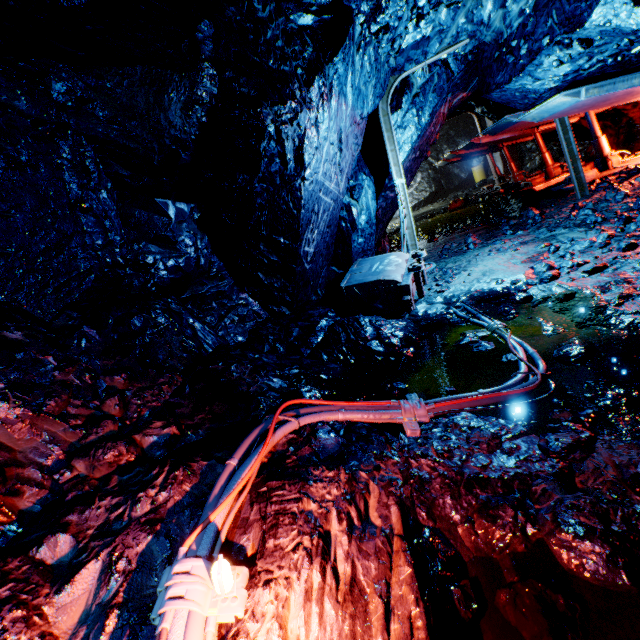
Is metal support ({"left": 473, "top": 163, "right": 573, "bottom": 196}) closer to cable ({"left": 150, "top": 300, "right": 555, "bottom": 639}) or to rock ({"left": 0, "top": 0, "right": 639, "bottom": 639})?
rock ({"left": 0, "top": 0, "right": 639, "bottom": 639})

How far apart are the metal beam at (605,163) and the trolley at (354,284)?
5.9m

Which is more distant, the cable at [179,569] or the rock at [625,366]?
the rock at [625,366]

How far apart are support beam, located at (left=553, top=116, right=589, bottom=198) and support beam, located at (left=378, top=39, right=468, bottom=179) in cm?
243

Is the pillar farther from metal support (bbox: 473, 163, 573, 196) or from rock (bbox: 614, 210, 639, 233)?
metal support (bbox: 473, 163, 573, 196)

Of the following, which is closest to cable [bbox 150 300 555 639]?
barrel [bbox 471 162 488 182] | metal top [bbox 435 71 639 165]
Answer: metal top [bbox 435 71 639 165]

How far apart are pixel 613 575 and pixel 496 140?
11.7m

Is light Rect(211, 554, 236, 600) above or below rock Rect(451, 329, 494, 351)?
above
